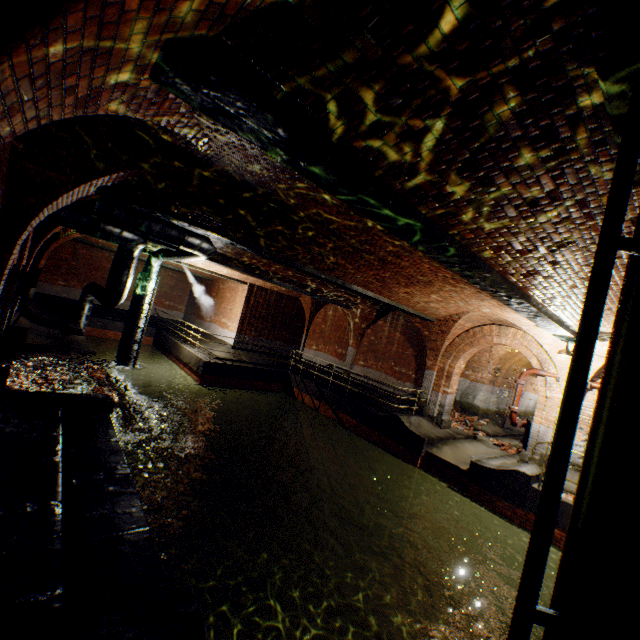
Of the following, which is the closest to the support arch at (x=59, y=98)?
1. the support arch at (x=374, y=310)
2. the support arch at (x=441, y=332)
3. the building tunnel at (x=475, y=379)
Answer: the support arch at (x=441, y=332)

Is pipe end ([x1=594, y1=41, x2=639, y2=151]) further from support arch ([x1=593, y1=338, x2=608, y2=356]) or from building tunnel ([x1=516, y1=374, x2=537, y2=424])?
building tunnel ([x1=516, y1=374, x2=537, y2=424])

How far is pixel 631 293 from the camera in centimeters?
193cm

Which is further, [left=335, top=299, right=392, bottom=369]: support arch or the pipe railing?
[left=335, top=299, right=392, bottom=369]: support arch

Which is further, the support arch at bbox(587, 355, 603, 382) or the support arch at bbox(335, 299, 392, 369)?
the support arch at bbox(335, 299, 392, 369)

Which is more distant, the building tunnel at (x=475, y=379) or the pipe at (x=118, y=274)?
the building tunnel at (x=475, y=379)

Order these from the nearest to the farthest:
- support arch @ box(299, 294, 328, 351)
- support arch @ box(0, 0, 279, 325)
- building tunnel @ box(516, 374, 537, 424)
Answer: support arch @ box(0, 0, 279, 325) → support arch @ box(299, 294, 328, 351) → building tunnel @ box(516, 374, 537, 424)

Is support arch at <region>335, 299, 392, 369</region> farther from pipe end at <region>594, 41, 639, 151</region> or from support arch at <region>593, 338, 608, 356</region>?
pipe end at <region>594, 41, 639, 151</region>
